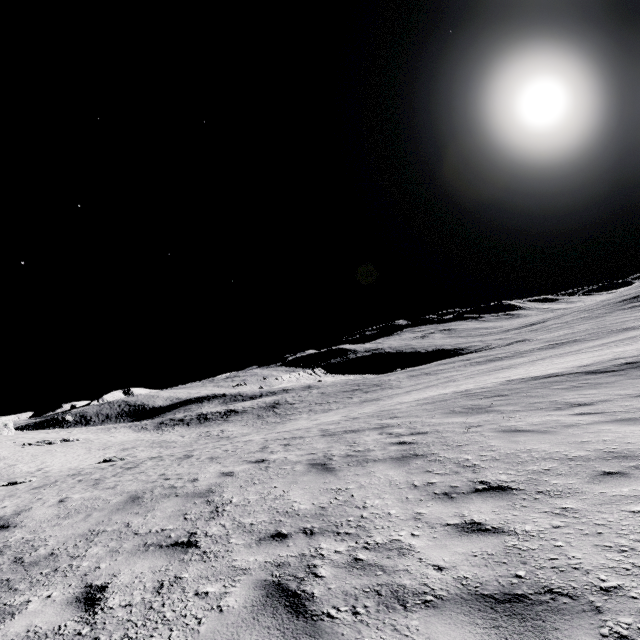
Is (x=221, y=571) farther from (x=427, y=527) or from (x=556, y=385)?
(x=556, y=385)
